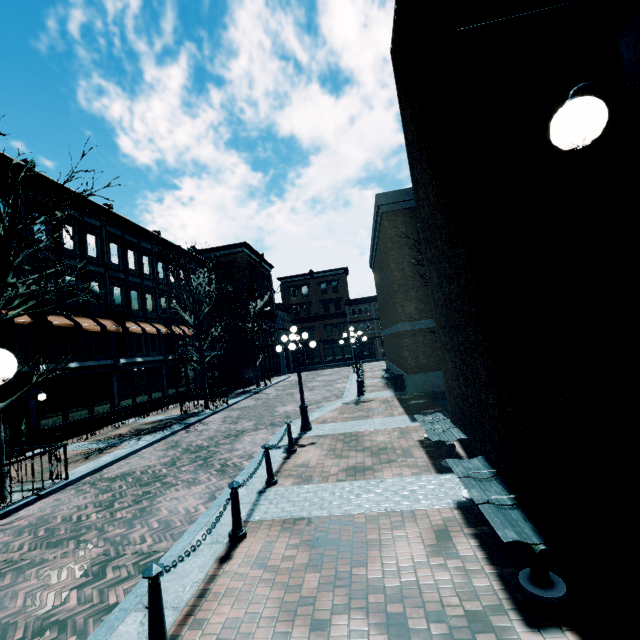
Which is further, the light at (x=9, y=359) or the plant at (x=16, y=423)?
the plant at (x=16, y=423)

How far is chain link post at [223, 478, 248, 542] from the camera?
4.98m

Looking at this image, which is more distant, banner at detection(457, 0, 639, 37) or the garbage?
the garbage

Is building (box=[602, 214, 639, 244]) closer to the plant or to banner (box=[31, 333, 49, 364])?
banner (box=[31, 333, 49, 364])

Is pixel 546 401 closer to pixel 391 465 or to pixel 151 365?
pixel 391 465

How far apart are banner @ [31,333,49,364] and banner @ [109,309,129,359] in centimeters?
482cm

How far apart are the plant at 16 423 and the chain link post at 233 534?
13.6 meters

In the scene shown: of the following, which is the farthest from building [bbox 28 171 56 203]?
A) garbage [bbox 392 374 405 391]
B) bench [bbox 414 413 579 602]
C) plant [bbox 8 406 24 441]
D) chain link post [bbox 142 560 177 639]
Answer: garbage [bbox 392 374 405 391]
